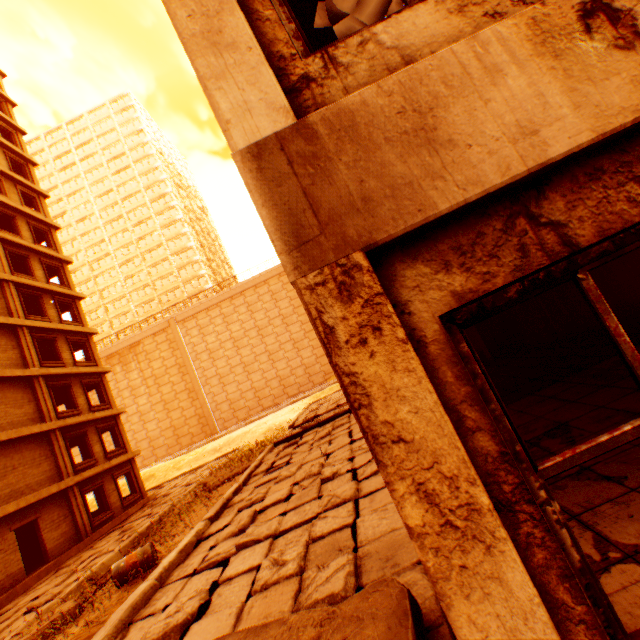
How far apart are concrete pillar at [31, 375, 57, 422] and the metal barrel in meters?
13.2

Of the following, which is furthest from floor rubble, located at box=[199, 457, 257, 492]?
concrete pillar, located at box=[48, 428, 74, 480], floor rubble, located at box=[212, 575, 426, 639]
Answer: floor rubble, located at box=[212, 575, 426, 639]

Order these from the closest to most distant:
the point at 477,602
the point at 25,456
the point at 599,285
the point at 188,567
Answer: the point at 477,602 < the point at 188,567 < the point at 599,285 < the point at 25,456

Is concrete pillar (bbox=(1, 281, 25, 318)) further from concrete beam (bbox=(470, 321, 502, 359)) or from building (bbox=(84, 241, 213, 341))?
building (bbox=(84, 241, 213, 341))

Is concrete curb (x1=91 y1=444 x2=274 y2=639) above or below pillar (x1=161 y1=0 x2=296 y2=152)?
below

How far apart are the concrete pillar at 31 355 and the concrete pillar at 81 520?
6.63m

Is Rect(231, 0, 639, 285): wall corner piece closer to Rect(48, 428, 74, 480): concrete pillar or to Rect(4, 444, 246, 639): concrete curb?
Rect(4, 444, 246, 639): concrete curb

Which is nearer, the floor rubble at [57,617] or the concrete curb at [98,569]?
the floor rubble at [57,617]
